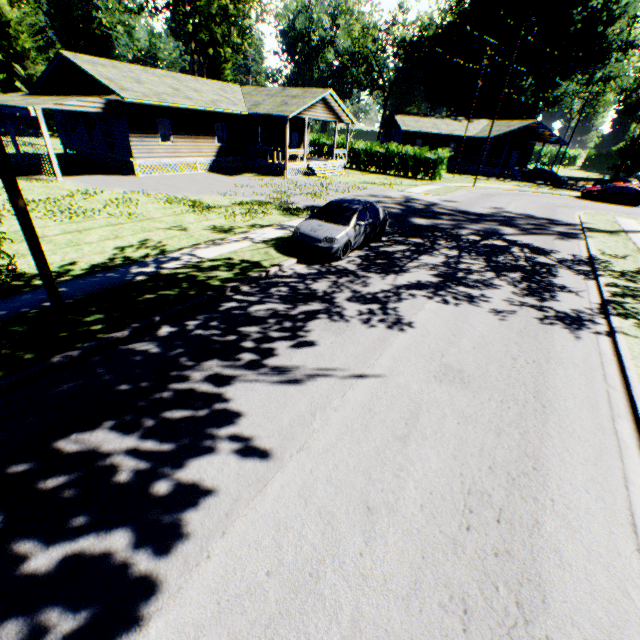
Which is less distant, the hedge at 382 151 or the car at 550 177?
the hedge at 382 151

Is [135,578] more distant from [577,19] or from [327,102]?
[577,19]

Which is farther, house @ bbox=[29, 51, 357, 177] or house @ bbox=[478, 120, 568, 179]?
house @ bbox=[478, 120, 568, 179]

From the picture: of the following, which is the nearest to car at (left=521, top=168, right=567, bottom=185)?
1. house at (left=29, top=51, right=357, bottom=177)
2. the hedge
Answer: the hedge

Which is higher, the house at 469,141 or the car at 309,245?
the house at 469,141

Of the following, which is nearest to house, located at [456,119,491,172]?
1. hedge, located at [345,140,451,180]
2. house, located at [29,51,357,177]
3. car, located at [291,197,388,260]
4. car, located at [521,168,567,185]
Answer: car, located at [521,168,567,185]

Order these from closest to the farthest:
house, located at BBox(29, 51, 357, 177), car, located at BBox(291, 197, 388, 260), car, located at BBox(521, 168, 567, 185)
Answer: car, located at BBox(291, 197, 388, 260) → house, located at BBox(29, 51, 357, 177) → car, located at BBox(521, 168, 567, 185)

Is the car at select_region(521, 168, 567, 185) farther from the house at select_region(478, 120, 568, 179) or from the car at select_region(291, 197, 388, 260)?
the car at select_region(291, 197, 388, 260)
